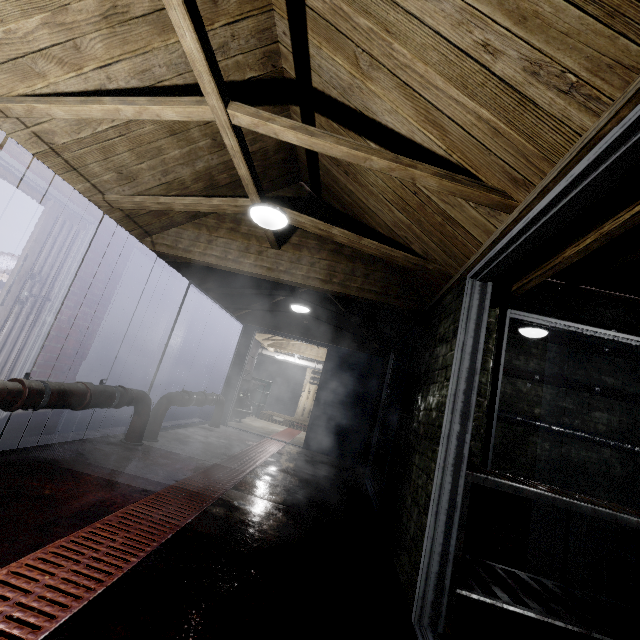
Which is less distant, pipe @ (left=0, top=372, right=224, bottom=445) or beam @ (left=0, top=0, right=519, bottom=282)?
beam @ (left=0, top=0, right=519, bottom=282)

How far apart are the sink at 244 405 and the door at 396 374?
3.3m

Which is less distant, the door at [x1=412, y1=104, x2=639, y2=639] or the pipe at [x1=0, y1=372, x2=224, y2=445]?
the door at [x1=412, y1=104, x2=639, y2=639]

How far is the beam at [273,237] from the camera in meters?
3.0 m

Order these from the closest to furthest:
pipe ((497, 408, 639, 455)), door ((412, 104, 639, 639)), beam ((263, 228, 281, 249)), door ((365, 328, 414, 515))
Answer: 1. door ((412, 104, 639, 639))
2. beam ((263, 228, 281, 249))
3. door ((365, 328, 414, 515))
4. pipe ((497, 408, 639, 455))

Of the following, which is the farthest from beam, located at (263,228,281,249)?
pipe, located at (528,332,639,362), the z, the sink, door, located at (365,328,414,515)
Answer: the sink

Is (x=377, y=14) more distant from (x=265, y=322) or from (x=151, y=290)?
(x=265, y=322)

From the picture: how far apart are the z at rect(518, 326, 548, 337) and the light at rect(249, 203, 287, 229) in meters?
3.4
